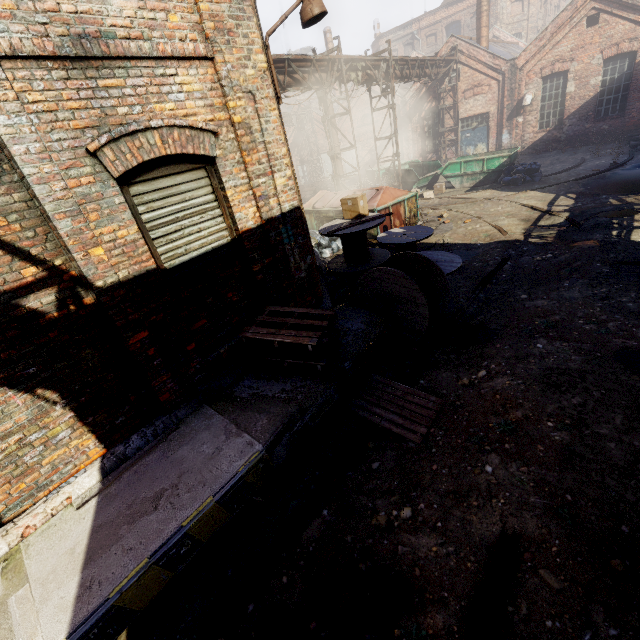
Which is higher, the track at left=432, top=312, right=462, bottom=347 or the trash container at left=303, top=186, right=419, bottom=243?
the trash container at left=303, top=186, right=419, bottom=243

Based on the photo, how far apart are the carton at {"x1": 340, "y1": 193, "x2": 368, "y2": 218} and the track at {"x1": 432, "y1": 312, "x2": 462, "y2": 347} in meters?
3.0 m

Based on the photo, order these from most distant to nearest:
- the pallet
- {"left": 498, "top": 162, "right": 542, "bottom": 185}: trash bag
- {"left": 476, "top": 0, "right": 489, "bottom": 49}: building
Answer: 1. {"left": 476, "top": 0, "right": 489, "bottom": 49}: building
2. {"left": 498, "top": 162, "right": 542, "bottom": 185}: trash bag
3. the pallet

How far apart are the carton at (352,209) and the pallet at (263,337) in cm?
354

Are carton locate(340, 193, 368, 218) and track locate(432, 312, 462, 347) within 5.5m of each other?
yes

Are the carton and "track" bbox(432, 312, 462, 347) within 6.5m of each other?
yes

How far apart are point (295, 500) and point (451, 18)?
50.3 meters

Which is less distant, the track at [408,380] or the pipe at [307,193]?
the track at [408,380]
